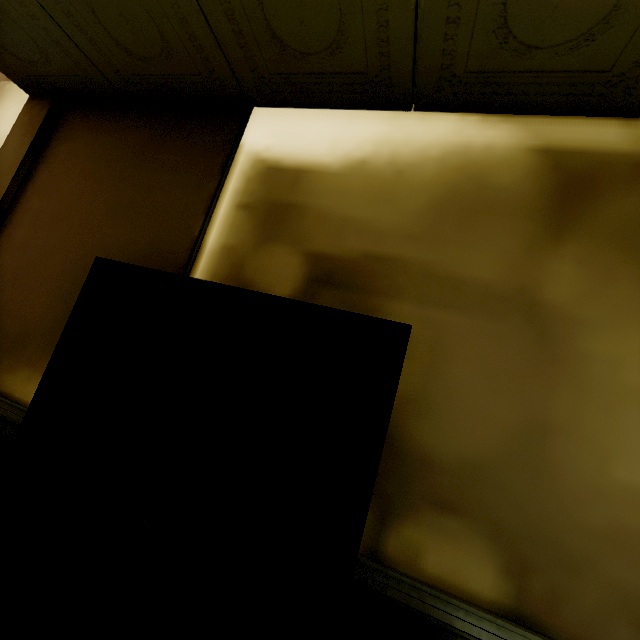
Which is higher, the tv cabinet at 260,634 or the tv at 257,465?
the tv at 257,465

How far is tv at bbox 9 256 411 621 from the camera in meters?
0.9 m

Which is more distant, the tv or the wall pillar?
the wall pillar

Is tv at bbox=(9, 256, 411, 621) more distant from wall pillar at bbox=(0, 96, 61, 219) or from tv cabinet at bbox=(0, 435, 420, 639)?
wall pillar at bbox=(0, 96, 61, 219)

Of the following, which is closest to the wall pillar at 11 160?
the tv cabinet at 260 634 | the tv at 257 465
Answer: the tv cabinet at 260 634

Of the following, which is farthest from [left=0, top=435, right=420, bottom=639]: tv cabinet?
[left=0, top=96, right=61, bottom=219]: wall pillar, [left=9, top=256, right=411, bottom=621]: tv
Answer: [left=0, top=96, right=61, bottom=219]: wall pillar

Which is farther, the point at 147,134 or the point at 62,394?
the point at 147,134
